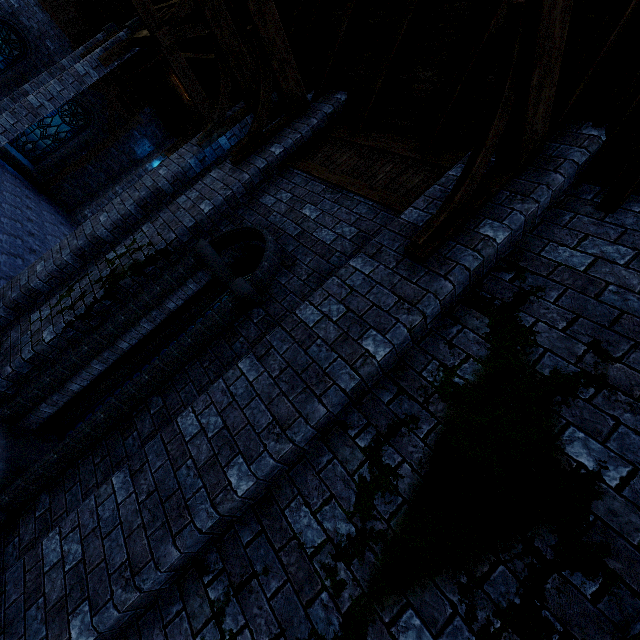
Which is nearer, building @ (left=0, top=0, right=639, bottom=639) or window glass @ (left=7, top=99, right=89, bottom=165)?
building @ (left=0, top=0, right=639, bottom=639)

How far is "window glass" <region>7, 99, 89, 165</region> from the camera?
15.2 meters

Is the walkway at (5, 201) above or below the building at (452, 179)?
below

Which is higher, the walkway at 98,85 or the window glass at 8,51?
the walkway at 98,85

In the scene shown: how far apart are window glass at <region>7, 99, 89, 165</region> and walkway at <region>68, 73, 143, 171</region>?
0.77m

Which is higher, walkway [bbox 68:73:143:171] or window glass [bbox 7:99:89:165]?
walkway [bbox 68:73:143:171]

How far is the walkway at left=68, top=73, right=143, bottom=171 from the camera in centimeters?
1527cm

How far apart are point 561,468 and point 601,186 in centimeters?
267cm
